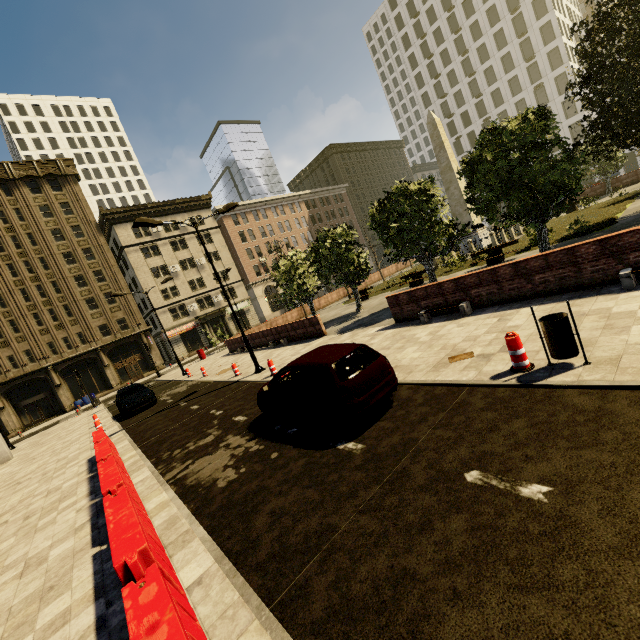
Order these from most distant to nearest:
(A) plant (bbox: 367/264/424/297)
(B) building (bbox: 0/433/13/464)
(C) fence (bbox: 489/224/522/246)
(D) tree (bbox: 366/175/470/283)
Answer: (A) plant (bbox: 367/264/424/297)
(C) fence (bbox: 489/224/522/246)
(B) building (bbox: 0/433/13/464)
(D) tree (bbox: 366/175/470/283)

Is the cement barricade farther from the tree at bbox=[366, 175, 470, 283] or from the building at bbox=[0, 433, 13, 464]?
the tree at bbox=[366, 175, 470, 283]

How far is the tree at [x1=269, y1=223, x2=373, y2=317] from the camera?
19.8m

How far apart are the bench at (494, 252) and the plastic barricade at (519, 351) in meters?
13.7

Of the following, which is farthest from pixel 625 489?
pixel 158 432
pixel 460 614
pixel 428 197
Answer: pixel 428 197

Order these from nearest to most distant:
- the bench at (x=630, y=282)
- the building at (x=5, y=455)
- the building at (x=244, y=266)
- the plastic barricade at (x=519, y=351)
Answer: the plastic barricade at (x=519, y=351)
the bench at (x=630, y=282)
the building at (x=5, y=455)
the building at (x=244, y=266)

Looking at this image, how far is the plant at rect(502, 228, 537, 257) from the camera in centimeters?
1800cm

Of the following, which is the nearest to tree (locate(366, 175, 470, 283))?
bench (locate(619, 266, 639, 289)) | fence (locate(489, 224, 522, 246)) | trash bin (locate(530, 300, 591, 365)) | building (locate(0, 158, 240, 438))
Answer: fence (locate(489, 224, 522, 246))
